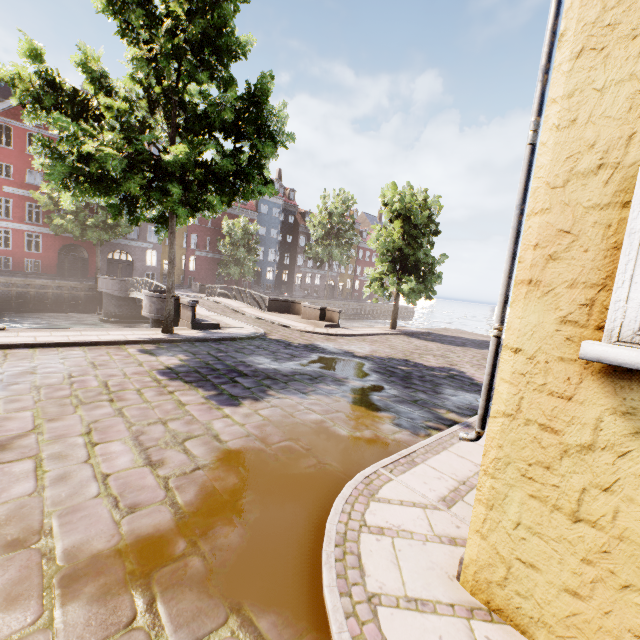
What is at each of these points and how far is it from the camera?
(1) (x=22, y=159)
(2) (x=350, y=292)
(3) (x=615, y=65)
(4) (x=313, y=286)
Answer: (1) building, 28.3m
(2) building, 59.9m
(3) building, 1.9m
(4) building, 53.3m

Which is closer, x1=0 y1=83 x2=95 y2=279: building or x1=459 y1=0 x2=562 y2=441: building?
x1=459 y1=0 x2=562 y2=441: building

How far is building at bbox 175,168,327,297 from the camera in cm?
3931

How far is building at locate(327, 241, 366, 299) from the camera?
56.0m

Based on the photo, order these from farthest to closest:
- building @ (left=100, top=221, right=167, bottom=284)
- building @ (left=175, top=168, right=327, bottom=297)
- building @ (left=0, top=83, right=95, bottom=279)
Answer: building @ (left=175, top=168, right=327, bottom=297), building @ (left=100, top=221, right=167, bottom=284), building @ (left=0, top=83, right=95, bottom=279)

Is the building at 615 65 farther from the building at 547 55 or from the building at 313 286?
the building at 313 286

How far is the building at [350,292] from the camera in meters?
56.0
